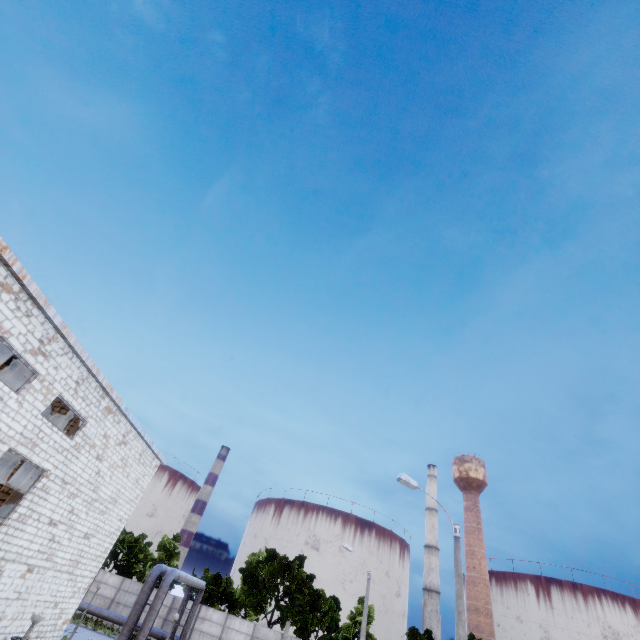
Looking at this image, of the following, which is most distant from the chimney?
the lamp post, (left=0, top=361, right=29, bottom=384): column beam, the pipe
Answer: (left=0, top=361, right=29, bottom=384): column beam

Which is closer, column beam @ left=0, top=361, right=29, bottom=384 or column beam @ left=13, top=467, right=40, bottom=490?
column beam @ left=13, top=467, right=40, bottom=490

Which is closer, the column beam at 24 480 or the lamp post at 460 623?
the lamp post at 460 623

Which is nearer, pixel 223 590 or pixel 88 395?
pixel 88 395

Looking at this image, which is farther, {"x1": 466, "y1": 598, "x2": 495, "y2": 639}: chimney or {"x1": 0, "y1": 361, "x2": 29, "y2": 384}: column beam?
{"x1": 466, "y1": 598, "x2": 495, "y2": 639}: chimney

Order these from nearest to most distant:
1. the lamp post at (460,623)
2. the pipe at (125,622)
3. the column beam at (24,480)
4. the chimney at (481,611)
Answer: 1. the lamp post at (460,623)
2. the column beam at (24,480)
3. the pipe at (125,622)
4. the chimney at (481,611)

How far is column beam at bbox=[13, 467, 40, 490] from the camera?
14.83m

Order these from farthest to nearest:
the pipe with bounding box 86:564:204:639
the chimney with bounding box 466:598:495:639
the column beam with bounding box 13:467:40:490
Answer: the chimney with bounding box 466:598:495:639, the pipe with bounding box 86:564:204:639, the column beam with bounding box 13:467:40:490
